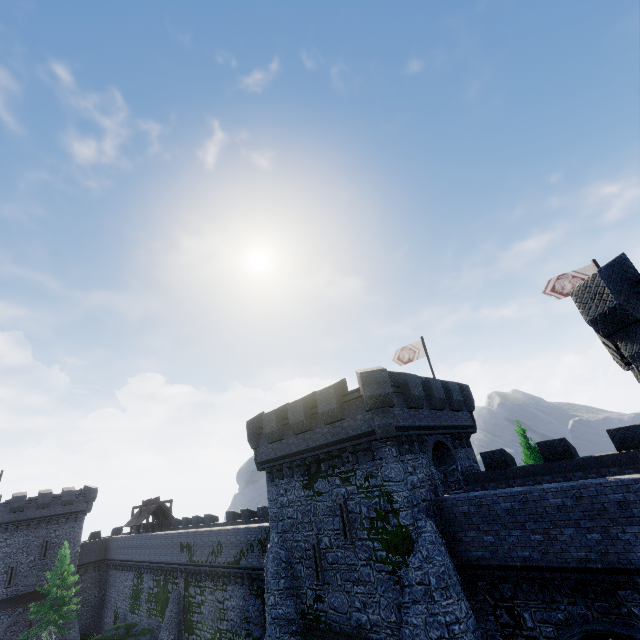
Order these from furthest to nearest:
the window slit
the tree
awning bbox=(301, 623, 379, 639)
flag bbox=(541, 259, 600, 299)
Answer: the tree
flag bbox=(541, 259, 600, 299)
the window slit
awning bbox=(301, 623, 379, 639)

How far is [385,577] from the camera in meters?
13.7 m

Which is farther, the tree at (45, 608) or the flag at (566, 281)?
the tree at (45, 608)

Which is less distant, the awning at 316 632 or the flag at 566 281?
the awning at 316 632

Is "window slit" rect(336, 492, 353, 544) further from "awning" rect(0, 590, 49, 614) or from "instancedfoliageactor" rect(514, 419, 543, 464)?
"awning" rect(0, 590, 49, 614)

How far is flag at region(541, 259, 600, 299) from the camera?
18.19m

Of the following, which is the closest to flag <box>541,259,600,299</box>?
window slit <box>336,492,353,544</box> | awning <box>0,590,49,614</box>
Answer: window slit <box>336,492,353,544</box>

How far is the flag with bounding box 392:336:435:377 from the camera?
24.24m
